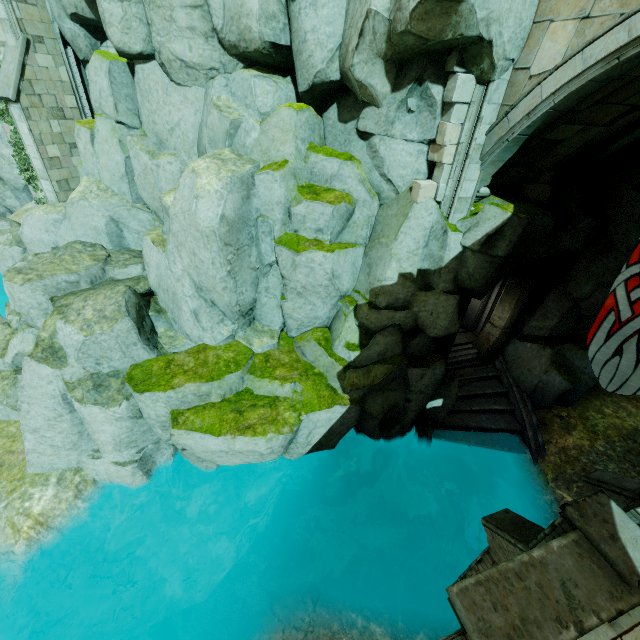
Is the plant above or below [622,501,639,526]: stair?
above

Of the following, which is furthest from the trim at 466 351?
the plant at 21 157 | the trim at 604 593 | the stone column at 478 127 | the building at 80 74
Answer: the plant at 21 157

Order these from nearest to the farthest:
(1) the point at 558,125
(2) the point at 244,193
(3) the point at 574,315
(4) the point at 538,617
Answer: (4) the point at 538,617
(1) the point at 558,125
(2) the point at 244,193
(3) the point at 574,315

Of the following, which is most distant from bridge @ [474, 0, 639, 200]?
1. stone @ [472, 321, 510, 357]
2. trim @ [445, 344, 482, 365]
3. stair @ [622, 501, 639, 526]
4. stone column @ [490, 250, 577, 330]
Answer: trim @ [445, 344, 482, 365]

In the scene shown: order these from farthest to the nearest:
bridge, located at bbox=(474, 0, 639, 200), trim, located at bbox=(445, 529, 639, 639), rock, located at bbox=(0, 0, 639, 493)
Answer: rock, located at bbox=(0, 0, 639, 493)
bridge, located at bbox=(474, 0, 639, 200)
trim, located at bbox=(445, 529, 639, 639)

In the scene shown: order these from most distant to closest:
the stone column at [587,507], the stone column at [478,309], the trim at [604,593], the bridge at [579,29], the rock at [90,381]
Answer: the stone column at [478,309], the rock at [90,381], the bridge at [579,29], the stone column at [587,507], the trim at [604,593]

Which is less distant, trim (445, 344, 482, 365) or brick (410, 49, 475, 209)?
brick (410, 49, 475, 209)

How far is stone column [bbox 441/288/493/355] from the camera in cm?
1149
